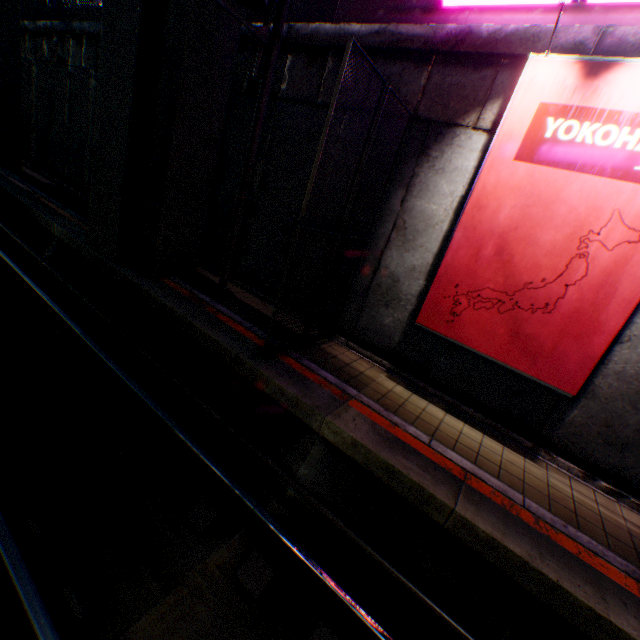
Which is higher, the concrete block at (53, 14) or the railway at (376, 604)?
the concrete block at (53, 14)

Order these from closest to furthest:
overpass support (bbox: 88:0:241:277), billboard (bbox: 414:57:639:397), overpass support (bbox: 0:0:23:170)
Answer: billboard (bbox: 414:57:639:397) < overpass support (bbox: 88:0:241:277) < overpass support (bbox: 0:0:23:170)

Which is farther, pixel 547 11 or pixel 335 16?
pixel 335 16

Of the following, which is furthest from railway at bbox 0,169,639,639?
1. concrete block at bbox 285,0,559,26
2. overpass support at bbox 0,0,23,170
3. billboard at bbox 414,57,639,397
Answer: concrete block at bbox 285,0,559,26

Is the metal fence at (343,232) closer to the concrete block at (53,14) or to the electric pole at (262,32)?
the concrete block at (53,14)

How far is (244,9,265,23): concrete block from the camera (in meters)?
8.26

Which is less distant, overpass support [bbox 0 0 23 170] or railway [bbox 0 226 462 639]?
railway [bbox 0 226 462 639]

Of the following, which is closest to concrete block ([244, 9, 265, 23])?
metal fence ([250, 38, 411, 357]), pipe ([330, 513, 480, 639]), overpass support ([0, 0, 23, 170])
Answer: metal fence ([250, 38, 411, 357])
